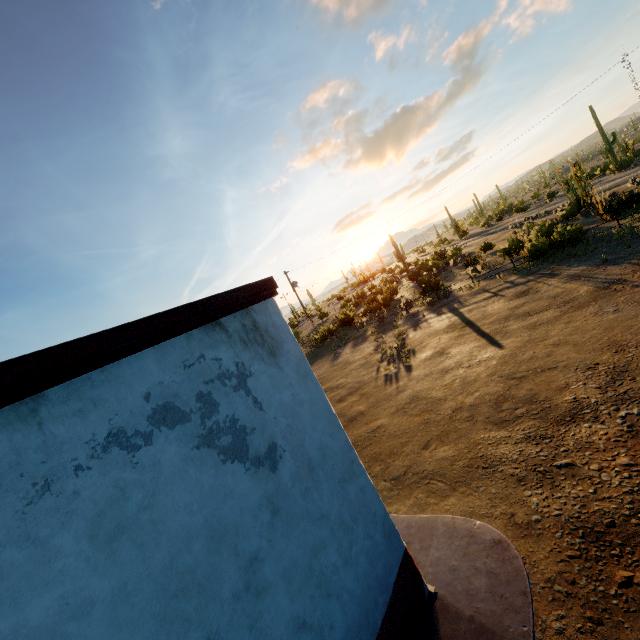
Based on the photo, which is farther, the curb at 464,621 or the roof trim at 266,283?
the curb at 464,621

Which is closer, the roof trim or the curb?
the roof trim

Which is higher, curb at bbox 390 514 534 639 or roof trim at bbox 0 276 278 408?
roof trim at bbox 0 276 278 408

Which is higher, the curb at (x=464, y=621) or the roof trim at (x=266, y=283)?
the roof trim at (x=266, y=283)

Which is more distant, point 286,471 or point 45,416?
point 286,471
